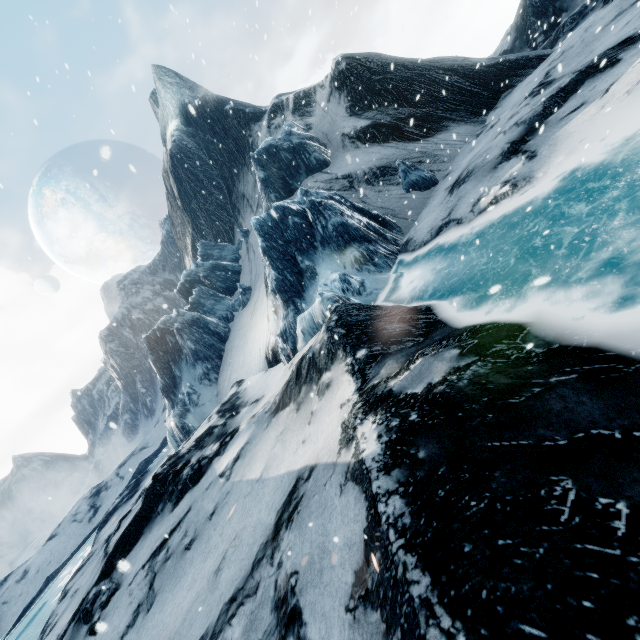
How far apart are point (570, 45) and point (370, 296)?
14.81m
